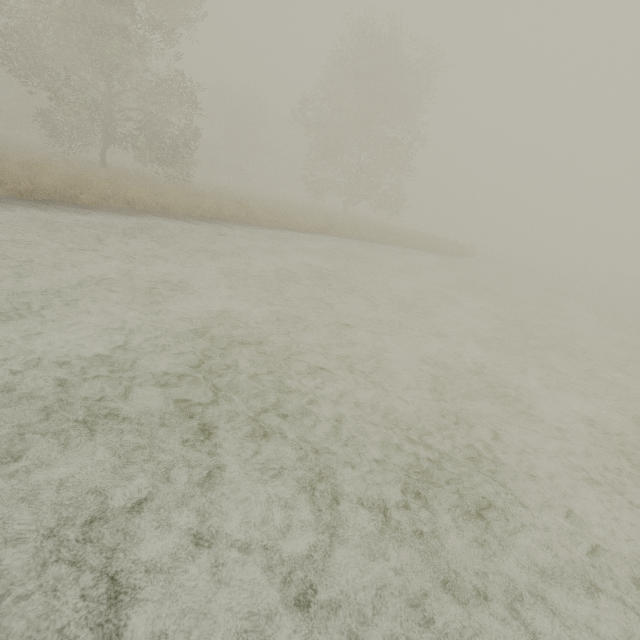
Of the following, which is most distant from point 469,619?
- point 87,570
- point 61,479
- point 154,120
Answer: point 154,120
